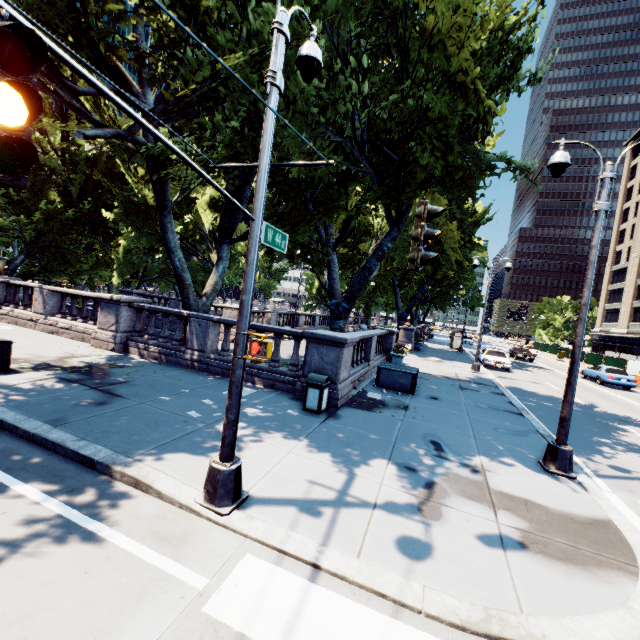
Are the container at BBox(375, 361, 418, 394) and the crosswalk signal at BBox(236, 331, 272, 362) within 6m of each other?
no

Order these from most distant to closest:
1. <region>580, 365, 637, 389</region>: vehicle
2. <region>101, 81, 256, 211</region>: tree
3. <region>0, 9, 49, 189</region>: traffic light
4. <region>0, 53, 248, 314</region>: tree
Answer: <region>580, 365, 637, 389</region>: vehicle, <region>0, 53, 248, 314</region>: tree, <region>101, 81, 256, 211</region>: tree, <region>0, 9, 49, 189</region>: traffic light

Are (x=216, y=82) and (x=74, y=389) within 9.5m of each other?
yes

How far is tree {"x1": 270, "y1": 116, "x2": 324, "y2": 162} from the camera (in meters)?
9.20

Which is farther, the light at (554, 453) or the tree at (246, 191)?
the tree at (246, 191)

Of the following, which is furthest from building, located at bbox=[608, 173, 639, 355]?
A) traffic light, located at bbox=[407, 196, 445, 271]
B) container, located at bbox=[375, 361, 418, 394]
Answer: traffic light, located at bbox=[407, 196, 445, 271]

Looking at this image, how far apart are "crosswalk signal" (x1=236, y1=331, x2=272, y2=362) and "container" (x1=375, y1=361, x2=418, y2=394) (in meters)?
9.07

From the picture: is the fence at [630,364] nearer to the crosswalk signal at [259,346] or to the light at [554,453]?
the light at [554,453]
